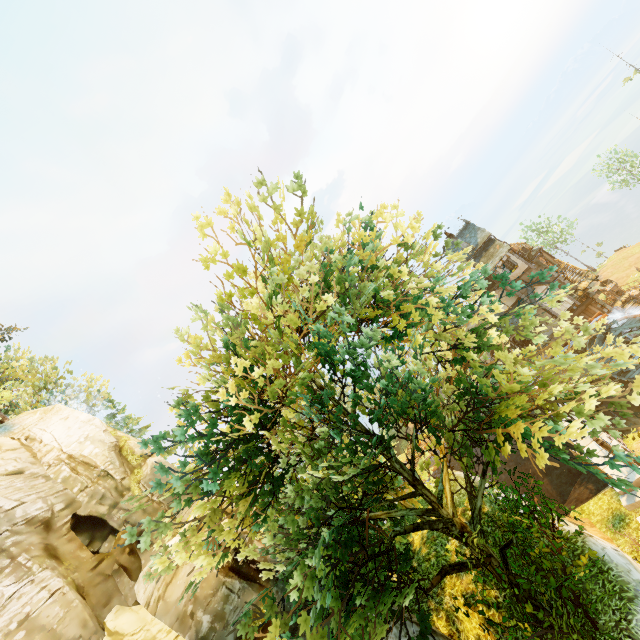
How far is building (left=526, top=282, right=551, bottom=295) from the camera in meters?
32.1 m

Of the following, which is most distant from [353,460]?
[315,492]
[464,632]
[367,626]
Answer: [464,632]

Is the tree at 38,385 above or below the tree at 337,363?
above

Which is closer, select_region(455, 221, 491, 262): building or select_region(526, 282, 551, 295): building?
select_region(526, 282, 551, 295): building

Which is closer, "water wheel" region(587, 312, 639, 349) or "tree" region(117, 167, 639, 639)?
"tree" region(117, 167, 639, 639)

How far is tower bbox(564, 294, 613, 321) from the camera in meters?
32.6 m

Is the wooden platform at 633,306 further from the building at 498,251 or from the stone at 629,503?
the stone at 629,503
